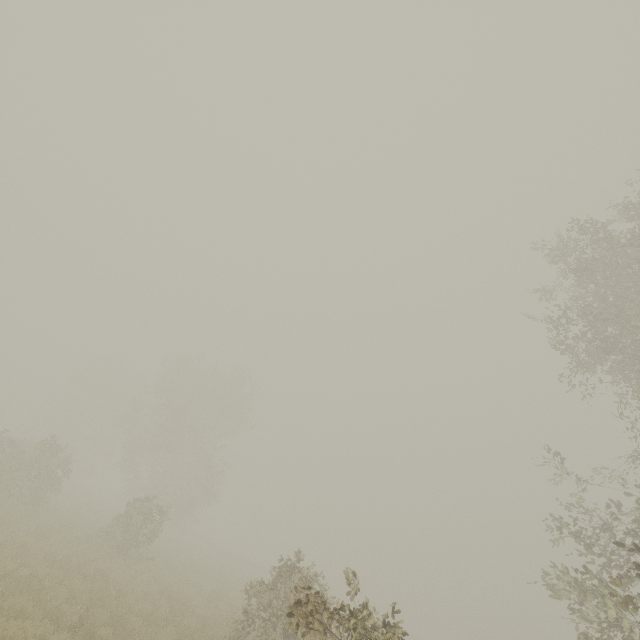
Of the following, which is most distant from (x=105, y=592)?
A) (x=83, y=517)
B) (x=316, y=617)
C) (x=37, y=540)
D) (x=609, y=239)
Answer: (x=609, y=239)
